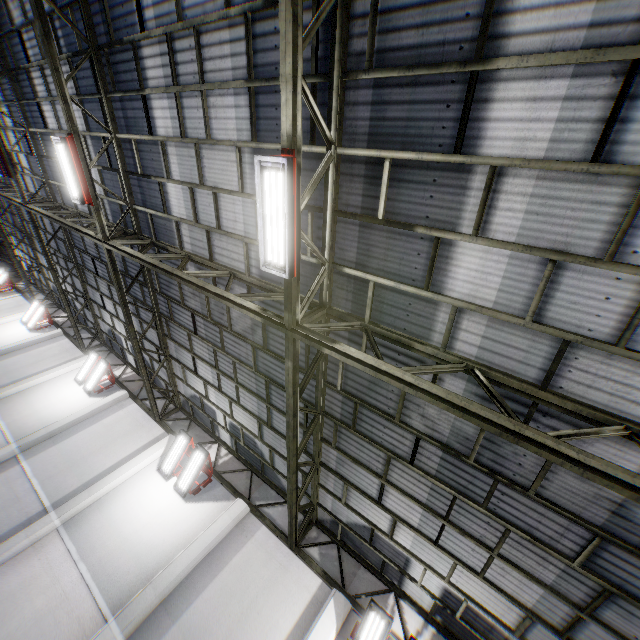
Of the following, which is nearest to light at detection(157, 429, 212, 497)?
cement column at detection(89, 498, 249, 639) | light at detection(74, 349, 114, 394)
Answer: cement column at detection(89, 498, 249, 639)

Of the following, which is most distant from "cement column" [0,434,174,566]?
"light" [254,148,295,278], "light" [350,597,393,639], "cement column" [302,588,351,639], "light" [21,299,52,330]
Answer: "light" [21,299,52,330]

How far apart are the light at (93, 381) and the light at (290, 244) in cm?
1339

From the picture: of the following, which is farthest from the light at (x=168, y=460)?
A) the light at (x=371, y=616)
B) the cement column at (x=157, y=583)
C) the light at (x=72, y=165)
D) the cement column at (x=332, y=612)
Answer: the light at (x=72, y=165)

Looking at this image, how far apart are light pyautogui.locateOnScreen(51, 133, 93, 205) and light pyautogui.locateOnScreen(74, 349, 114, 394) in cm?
828

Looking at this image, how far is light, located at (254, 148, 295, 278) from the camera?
4.11m

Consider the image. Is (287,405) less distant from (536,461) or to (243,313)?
(243,313)

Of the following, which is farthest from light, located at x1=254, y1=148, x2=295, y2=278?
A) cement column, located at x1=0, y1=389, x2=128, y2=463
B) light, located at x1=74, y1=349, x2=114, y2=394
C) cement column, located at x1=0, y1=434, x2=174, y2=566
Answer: light, located at x1=74, y1=349, x2=114, y2=394
